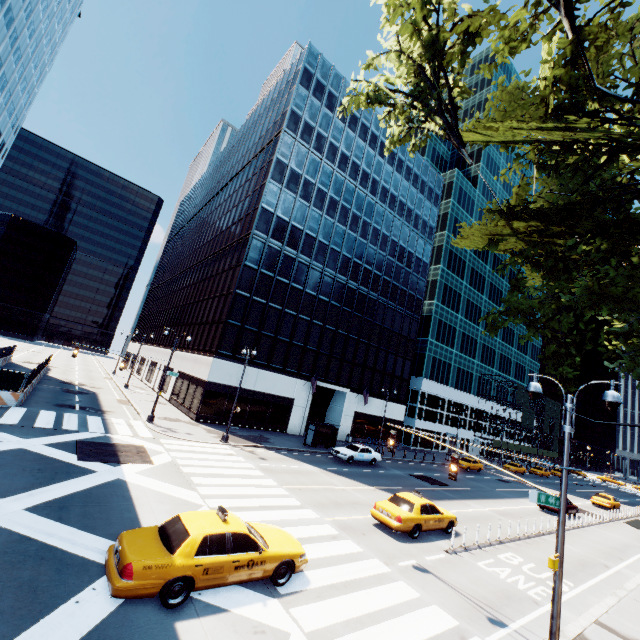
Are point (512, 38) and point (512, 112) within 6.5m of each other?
yes

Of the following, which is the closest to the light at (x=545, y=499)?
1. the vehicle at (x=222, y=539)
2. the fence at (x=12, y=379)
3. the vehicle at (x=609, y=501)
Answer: the vehicle at (x=222, y=539)

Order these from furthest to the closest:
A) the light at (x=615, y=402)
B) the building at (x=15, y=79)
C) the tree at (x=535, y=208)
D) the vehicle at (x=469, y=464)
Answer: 1. the building at (x=15, y=79)
2. the vehicle at (x=469, y=464)
3. the light at (x=615, y=402)
4. the tree at (x=535, y=208)

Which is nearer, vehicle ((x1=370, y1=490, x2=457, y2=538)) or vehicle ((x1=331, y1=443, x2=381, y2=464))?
vehicle ((x1=370, y1=490, x2=457, y2=538))

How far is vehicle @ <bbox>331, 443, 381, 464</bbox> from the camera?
27.9 meters

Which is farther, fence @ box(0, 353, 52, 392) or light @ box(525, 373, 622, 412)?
fence @ box(0, 353, 52, 392)

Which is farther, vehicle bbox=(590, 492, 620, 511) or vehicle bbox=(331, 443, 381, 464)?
vehicle bbox=(590, 492, 620, 511)

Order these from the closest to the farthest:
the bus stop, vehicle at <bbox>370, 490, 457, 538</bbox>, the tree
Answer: the tree, vehicle at <bbox>370, 490, 457, 538</bbox>, the bus stop
